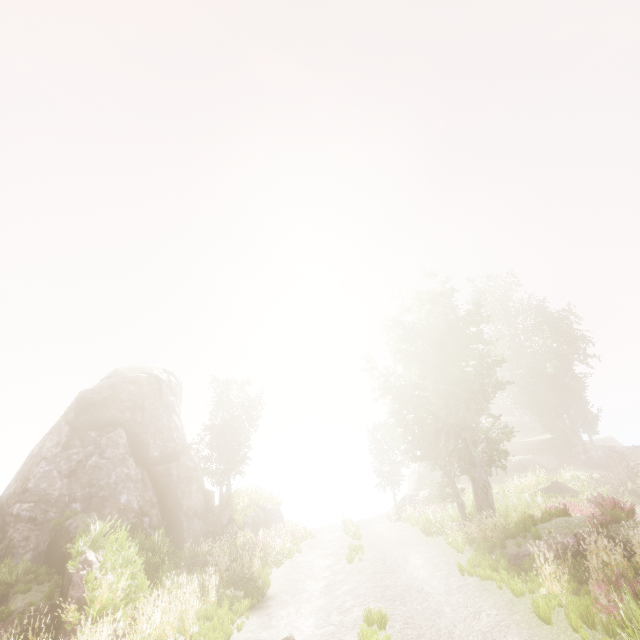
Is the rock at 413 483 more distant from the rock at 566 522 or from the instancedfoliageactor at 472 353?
the rock at 566 522

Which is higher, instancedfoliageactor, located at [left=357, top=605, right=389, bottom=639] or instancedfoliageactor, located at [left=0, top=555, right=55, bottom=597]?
instancedfoliageactor, located at [left=0, top=555, right=55, bottom=597]

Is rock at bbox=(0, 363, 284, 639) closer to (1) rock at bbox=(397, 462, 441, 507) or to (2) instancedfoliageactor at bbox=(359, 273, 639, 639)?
(2) instancedfoliageactor at bbox=(359, 273, 639, 639)

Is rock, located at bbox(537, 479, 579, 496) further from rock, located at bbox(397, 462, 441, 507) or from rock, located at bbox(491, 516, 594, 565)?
rock, located at bbox(491, 516, 594, 565)

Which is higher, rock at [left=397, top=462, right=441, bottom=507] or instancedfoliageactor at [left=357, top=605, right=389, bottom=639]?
rock at [left=397, top=462, right=441, bottom=507]

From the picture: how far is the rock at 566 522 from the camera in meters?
10.0

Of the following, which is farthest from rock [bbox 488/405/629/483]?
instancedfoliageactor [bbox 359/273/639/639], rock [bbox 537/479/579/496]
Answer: rock [bbox 537/479/579/496]

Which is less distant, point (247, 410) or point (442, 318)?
point (442, 318)
